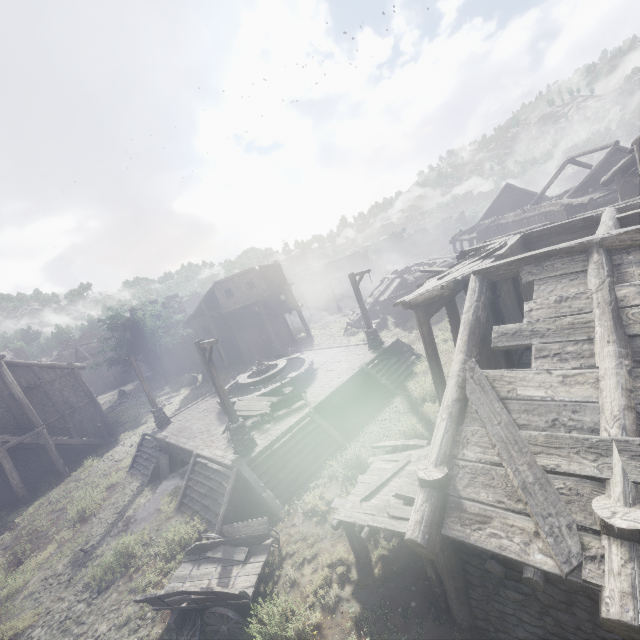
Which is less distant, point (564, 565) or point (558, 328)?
point (564, 565)

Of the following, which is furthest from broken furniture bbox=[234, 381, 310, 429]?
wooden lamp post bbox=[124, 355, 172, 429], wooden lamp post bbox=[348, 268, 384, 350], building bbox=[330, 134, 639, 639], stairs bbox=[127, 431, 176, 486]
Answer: wooden lamp post bbox=[124, 355, 172, 429]

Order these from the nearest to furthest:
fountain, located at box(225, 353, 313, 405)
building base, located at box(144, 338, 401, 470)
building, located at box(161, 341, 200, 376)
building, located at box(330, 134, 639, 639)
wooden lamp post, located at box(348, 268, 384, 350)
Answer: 1. building, located at box(330, 134, 639, 639)
2. building base, located at box(144, 338, 401, 470)
3. fountain, located at box(225, 353, 313, 405)
4. wooden lamp post, located at box(348, 268, 384, 350)
5. building, located at box(161, 341, 200, 376)

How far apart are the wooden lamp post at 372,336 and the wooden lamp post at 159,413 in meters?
13.0

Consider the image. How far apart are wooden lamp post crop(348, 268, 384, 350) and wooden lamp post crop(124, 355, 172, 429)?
13.03m

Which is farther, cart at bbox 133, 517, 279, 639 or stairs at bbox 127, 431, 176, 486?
stairs at bbox 127, 431, 176, 486

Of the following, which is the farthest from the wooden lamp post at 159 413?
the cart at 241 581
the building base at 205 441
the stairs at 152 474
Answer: the cart at 241 581

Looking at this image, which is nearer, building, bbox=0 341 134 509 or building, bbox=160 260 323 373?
building, bbox=0 341 134 509
